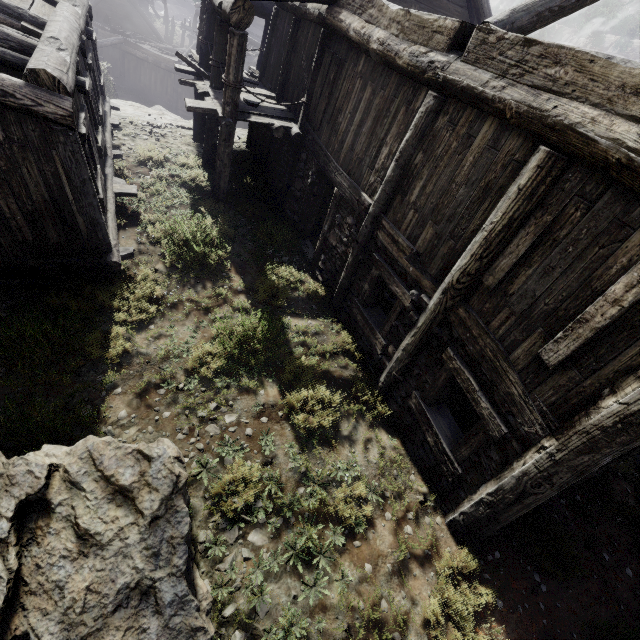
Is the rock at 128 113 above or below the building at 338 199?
below

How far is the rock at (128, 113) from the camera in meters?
13.0 m

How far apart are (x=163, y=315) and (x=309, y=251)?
4.6 meters

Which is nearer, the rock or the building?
the building

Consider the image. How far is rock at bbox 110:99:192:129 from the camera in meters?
13.0 m

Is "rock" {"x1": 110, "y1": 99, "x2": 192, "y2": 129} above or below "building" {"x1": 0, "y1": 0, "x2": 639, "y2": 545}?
below
